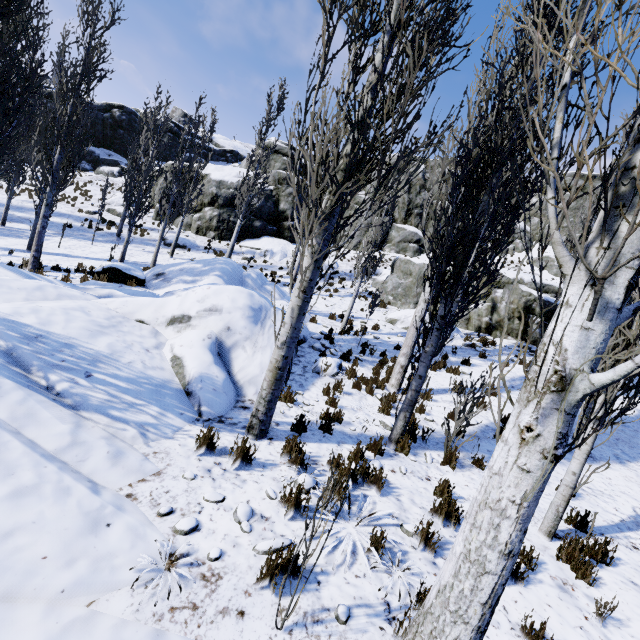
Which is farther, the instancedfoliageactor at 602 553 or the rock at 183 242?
the rock at 183 242

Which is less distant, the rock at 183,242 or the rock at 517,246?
the rock at 183,242

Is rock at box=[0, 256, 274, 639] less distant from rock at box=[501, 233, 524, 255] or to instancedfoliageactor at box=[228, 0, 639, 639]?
instancedfoliageactor at box=[228, 0, 639, 639]

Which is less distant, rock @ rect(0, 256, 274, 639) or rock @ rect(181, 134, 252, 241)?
rock @ rect(0, 256, 274, 639)

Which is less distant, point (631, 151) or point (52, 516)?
point (631, 151)

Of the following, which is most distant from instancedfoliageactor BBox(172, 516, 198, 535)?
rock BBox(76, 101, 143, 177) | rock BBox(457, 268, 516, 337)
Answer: rock BBox(457, 268, 516, 337)

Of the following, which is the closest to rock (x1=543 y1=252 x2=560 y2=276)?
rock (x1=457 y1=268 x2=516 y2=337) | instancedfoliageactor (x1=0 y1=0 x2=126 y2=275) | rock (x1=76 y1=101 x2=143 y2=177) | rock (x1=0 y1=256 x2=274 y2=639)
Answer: rock (x1=76 y1=101 x2=143 y2=177)

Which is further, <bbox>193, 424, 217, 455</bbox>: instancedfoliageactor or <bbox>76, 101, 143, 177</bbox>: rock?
<bbox>76, 101, 143, 177</bbox>: rock
